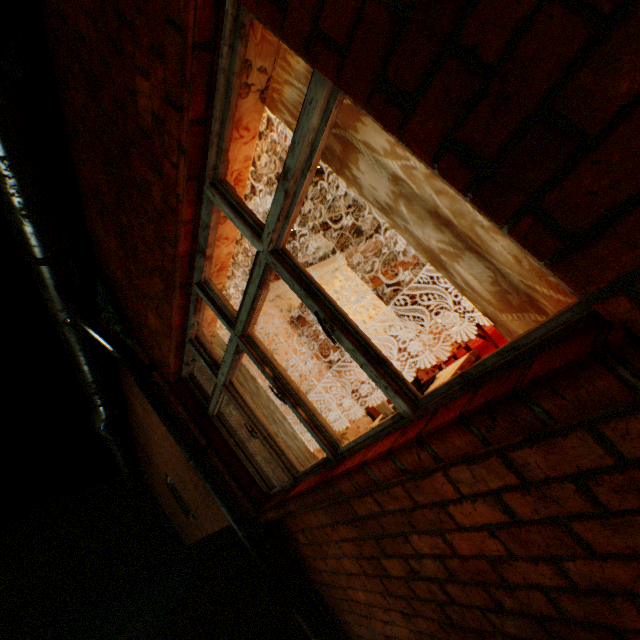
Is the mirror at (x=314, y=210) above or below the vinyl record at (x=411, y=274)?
above

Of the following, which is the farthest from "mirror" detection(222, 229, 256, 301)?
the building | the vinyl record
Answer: the vinyl record

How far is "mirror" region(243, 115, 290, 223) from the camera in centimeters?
298cm

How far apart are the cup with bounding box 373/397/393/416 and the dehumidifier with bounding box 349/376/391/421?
1.52m

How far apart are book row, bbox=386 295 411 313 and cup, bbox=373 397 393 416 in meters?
4.5

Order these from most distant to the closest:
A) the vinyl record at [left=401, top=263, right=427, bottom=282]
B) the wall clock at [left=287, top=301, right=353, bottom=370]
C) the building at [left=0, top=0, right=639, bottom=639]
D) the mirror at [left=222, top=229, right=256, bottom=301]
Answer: the vinyl record at [left=401, top=263, right=427, bottom=282]
the wall clock at [left=287, top=301, right=353, bottom=370]
the mirror at [left=222, top=229, right=256, bottom=301]
the building at [left=0, top=0, right=639, bottom=639]

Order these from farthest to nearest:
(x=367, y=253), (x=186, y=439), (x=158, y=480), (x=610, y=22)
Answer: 1. (x=158, y=480)
2. (x=367, y=253)
3. (x=186, y=439)
4. (x=610, y=22)

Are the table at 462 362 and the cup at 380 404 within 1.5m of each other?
yes
